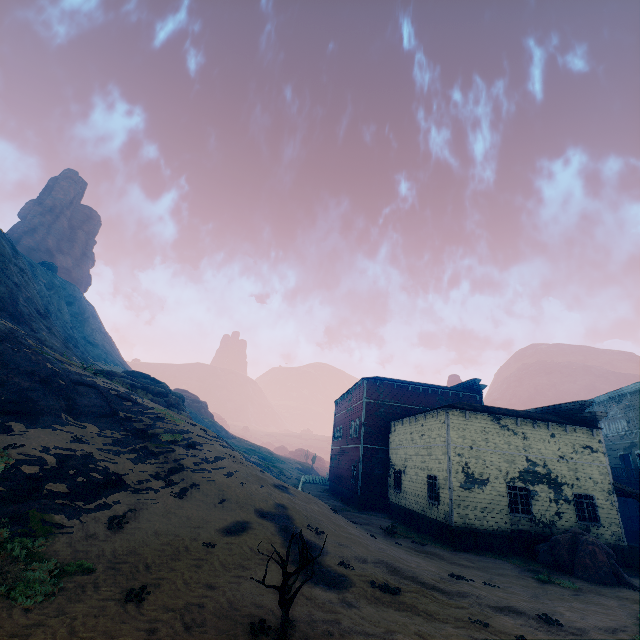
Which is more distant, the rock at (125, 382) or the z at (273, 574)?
the rock at (125, 382)

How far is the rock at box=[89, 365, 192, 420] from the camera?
24.9 meters

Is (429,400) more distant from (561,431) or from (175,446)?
(175,446)

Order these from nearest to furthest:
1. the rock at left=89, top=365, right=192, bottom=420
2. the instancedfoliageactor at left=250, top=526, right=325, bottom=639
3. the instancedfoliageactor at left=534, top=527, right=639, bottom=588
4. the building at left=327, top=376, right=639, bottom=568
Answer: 1. the instancedfoliageactor at left=250, top=526, right=325, bottom=639
2. the instancedfoliageactor at left=534, top=527, right=639, bottom=588
3. the building at left=327, top=376, right=639, bottom=568
4. the rock at left=89, top=365, right=192, bottom=420

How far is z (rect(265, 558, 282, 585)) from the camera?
8.7 meters

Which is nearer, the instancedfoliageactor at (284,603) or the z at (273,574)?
the instancedfoliageactor at (284,603)

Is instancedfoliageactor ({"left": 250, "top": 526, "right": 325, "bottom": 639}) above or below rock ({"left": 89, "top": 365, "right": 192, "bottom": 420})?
below

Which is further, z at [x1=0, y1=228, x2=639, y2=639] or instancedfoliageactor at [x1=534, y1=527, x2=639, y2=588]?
instancedfoliageactor at [x1=534, y1=527, x2=639, y2=588]
